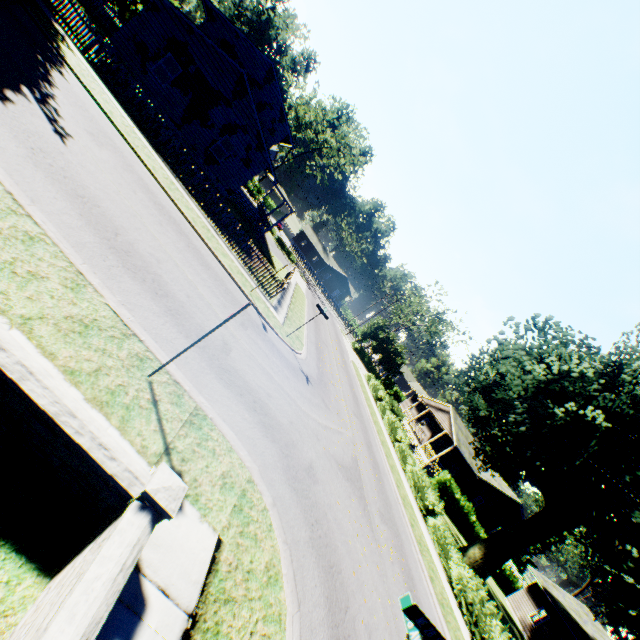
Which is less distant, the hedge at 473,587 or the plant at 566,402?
the hedge at 473,587

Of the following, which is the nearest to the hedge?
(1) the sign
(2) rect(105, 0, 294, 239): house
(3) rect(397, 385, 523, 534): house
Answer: (3) rect(397, 385, 523, 534): house

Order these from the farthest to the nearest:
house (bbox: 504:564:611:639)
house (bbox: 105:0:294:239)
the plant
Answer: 1. house (bbox: 504:564:611:639)
2. house (bbox: 105:0:294:239)
3. the plant

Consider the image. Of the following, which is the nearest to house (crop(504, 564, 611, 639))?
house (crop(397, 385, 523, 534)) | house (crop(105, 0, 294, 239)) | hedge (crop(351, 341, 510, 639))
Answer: house (crop(397, 385, 523, 534))

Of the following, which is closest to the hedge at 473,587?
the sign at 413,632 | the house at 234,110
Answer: the sign at 413,632

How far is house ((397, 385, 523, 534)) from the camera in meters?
34.5

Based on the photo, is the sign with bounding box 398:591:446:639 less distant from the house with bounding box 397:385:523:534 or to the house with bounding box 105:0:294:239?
the house with bounding box 105:0:294:239

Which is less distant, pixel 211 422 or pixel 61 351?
pixel 61 351
